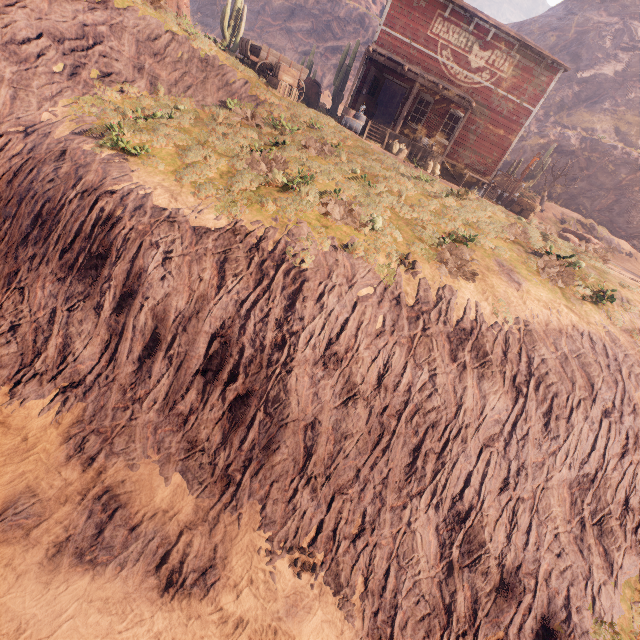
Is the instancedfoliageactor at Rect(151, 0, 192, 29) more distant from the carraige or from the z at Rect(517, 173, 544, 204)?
the carraige

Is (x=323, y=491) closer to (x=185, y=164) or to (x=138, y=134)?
(x=185, y=164)

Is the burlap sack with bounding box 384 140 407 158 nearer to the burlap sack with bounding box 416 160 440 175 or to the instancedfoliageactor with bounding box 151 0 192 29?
the burlap sack with bounding box 416 160 440 175

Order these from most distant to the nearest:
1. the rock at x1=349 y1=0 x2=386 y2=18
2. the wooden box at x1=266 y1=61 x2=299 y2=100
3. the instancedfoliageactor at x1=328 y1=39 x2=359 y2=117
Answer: the rock at x1=349 y1=0 x2=386 y2=18, the instancedfoliageactor at x1=328 y1=39 x2=359 y2=117, the wooden box at x1=266 y1=61 x2=299 y2=100

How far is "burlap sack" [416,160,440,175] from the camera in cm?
1731

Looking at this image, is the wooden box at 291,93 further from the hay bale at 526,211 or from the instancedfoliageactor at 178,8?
the hay bale at 526,211

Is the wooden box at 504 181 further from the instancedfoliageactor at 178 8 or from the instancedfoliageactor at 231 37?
the instancedfoliageactor at 231 37

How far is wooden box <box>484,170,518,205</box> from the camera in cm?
2033
